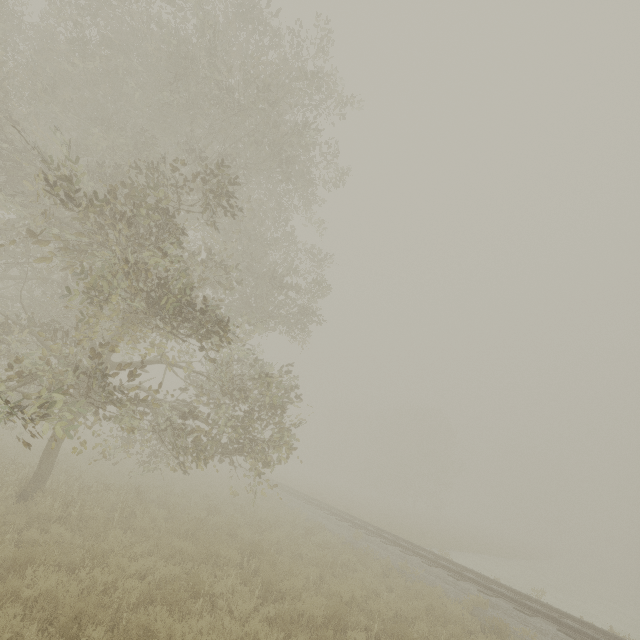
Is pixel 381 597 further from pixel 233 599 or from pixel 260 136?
pixel 260 136
